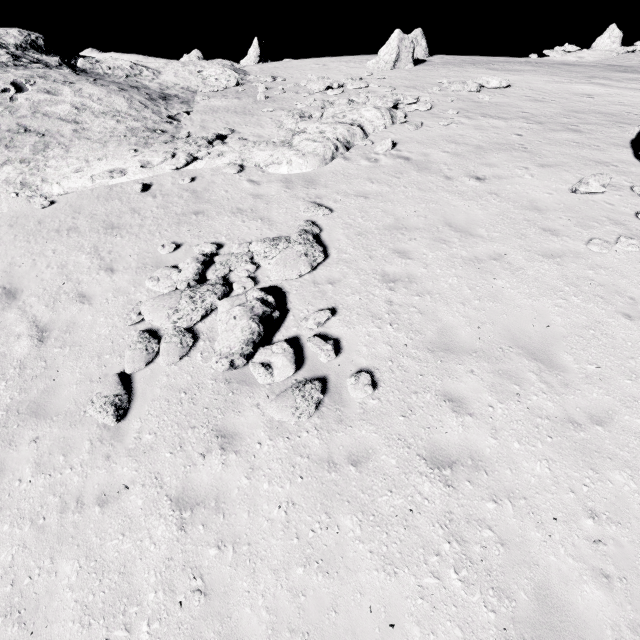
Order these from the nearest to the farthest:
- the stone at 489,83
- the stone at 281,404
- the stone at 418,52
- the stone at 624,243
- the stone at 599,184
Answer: the stone at 281,404 → the stone at 624,243 → the stone at 599,184 → the stone at 489,83 → the stone at 418,52

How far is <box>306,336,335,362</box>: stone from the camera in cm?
654

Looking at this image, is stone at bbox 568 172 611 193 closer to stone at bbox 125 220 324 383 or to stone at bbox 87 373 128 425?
stone at bbox 87 373 128 425

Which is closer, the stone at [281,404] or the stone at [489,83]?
the stone at [281,404]

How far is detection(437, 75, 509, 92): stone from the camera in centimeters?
1800cm

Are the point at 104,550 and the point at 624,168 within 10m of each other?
no

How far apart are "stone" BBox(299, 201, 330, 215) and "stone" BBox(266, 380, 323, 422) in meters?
5.8

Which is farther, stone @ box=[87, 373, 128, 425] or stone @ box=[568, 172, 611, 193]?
stone @ box=[568, 172, 611, 193]
